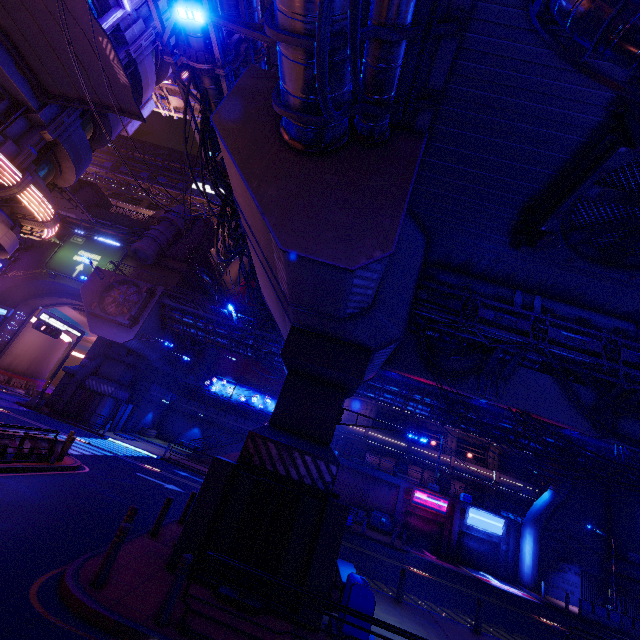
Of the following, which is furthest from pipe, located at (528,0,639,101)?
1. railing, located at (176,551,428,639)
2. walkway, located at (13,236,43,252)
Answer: walkway, located at (13,236,43,252)

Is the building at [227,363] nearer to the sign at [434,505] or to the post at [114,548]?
the sign at [434,505]

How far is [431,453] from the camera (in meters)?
36.69

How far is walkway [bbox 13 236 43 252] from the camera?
36.5 meters

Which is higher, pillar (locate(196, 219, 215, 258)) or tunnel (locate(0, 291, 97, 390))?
pillar (locate(196, 219, 215, 258))

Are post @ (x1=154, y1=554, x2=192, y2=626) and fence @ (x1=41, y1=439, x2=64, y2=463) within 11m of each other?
yes

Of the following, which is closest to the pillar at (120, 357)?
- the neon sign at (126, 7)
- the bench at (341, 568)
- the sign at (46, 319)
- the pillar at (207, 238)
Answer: the sign at (46, 319)

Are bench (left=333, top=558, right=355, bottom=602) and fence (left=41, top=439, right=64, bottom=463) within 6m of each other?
no
